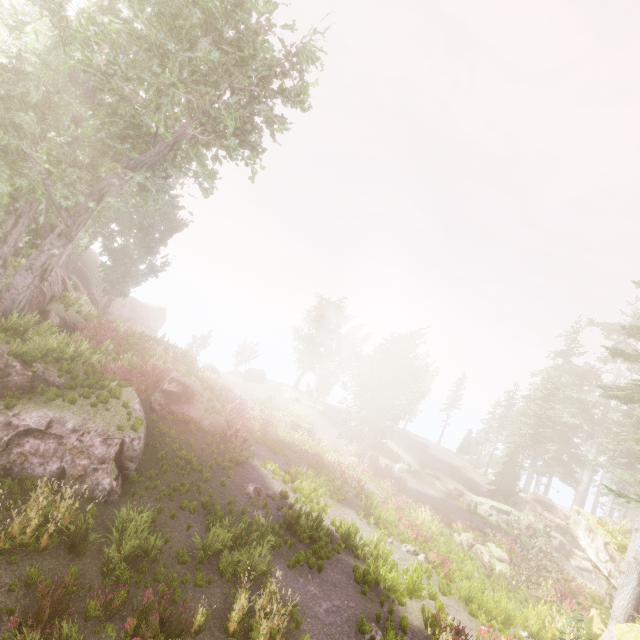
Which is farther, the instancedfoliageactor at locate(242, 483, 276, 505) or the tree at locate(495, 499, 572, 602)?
the tree at locate(495, 499, 572, 602)

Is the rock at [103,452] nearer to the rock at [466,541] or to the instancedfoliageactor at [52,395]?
the instancedfoliageactor at [52,395]

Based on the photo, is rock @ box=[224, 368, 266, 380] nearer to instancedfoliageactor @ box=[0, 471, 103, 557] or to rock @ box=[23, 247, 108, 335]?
instancedfoliageactor @ box=[0, 471, 103, 557]

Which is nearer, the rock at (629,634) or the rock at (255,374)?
the rock at (629,634)

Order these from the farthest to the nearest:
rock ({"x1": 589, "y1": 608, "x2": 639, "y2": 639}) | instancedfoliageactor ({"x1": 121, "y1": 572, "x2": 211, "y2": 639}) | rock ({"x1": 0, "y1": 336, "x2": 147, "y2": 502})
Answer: rock ({"x1": 589, "y1": 608, "x2": 639, "y2": 639}), rock ({"x1": 0, "y1": 336, "x2": 147, "y2": 502}), instancedfoliageactor ({"x1": 121, "y1": 572, "x2": 211, "y2": 639})

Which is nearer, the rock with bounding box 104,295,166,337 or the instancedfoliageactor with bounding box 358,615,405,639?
the instancedfoliageactor with bounding box 358,615,405,639

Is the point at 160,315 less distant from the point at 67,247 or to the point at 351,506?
the point at 67,247

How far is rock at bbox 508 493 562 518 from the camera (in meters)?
30.81
